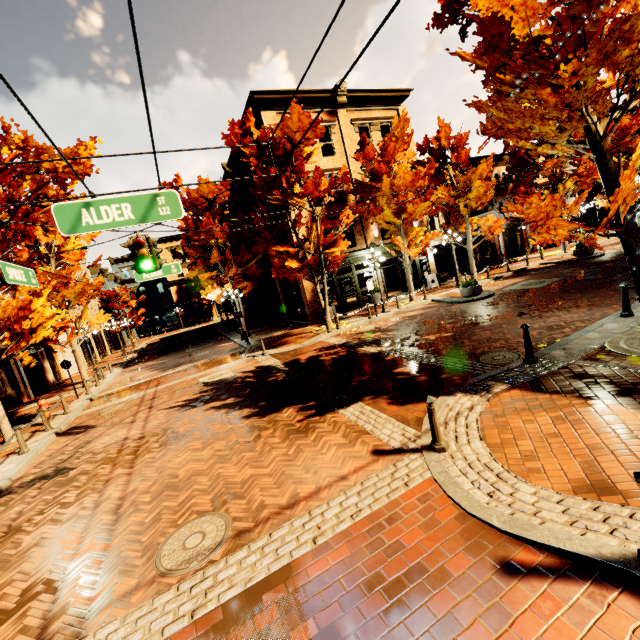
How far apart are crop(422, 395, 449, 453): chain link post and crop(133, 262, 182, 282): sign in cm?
1133

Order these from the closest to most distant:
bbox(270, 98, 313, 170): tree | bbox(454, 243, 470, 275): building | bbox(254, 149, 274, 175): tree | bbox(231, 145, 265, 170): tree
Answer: bbox(270, 98, 313, 170): tree < bbox(254, 149, 274, 175): tree < bbox(231, 145, 265, 170): tree < bbox(454, 243, 470, 275): building

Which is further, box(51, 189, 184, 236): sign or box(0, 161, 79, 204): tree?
box(0, 161, 79, 204): tree

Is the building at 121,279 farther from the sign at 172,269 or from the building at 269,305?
the sign at 172,269

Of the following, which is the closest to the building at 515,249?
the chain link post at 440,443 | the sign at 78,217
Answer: the chain link post at 440,443

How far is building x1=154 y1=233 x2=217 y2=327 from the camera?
52.2m

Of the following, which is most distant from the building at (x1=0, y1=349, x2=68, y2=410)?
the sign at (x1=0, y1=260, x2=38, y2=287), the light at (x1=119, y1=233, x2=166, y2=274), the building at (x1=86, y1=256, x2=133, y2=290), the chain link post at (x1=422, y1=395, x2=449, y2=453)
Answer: the building at (x1=86, y1=256, x2=133, y2=290)

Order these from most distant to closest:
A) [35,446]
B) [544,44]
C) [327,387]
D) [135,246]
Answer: [35,446], [327,387], [135,246], [544,44]
